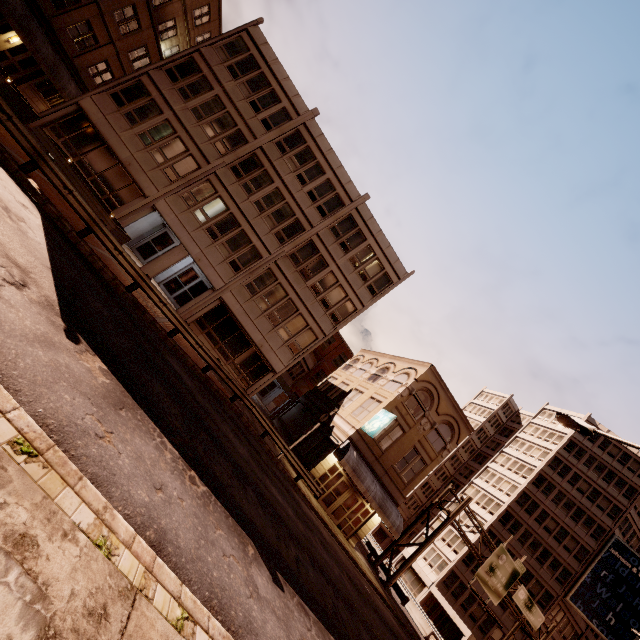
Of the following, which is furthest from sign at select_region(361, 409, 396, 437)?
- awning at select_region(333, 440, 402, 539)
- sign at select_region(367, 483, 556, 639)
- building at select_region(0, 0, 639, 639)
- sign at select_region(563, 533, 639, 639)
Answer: sign at select_region(563, 533, 639, 639)

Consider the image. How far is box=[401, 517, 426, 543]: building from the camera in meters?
49.2 m

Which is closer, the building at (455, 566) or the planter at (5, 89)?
the planter at (5, 89)

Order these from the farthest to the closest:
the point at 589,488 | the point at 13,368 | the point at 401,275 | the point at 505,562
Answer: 1. the point at 589,488
2. the point at 505,562
3. the point at 401,275
4. the point at 13,368

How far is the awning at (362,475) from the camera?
22.4 meters

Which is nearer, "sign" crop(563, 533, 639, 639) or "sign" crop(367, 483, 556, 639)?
"sign" crop(367, 483, 556, 639)

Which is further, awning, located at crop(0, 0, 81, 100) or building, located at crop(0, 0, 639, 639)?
building, located at crop(0, 0, 639, 639)

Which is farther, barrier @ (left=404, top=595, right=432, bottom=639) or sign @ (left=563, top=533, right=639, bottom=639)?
sign @ (left=563, top=533, right=639, bottom=639)
